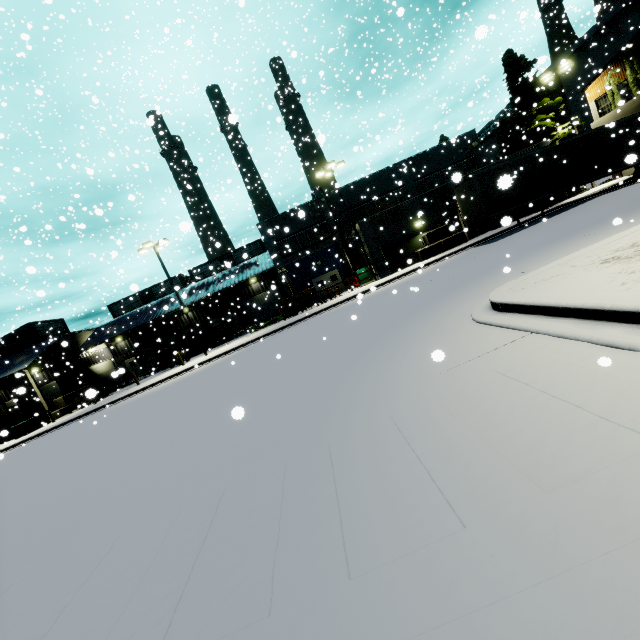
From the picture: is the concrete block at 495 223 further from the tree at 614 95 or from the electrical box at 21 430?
the electrical box at 21 430

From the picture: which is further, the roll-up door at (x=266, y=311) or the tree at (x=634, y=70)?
the roll-up door at (x=266, y=311)

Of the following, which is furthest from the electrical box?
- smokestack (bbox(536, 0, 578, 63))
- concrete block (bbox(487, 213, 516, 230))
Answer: concrete block (bbox(487, 213, 516, 230))

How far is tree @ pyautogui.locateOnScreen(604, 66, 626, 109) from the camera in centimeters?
2266cm

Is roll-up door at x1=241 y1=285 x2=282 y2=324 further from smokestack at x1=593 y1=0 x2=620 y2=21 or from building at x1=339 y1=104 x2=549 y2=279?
smokestack at x1=593 y1=0 x2=620 y2=21

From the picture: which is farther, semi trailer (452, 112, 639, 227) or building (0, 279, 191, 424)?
building (0, 279, 191, 424)

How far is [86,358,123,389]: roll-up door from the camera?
36.72m

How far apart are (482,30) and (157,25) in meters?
37.3 m
